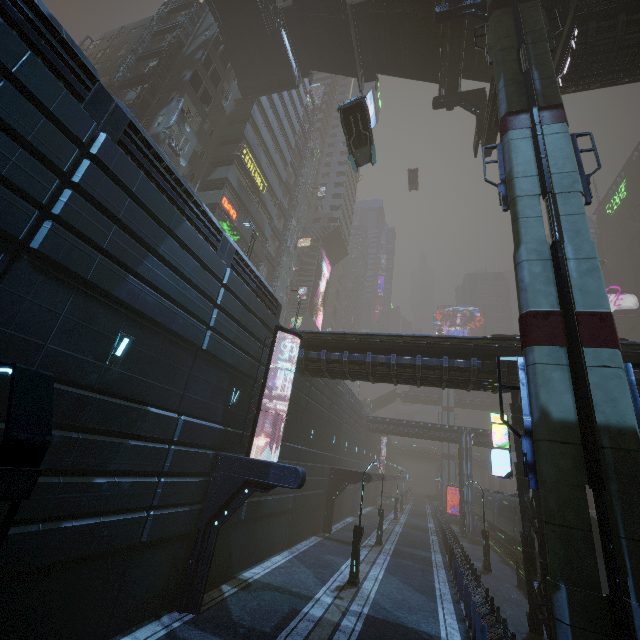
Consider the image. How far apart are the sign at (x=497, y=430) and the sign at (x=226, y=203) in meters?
25.5

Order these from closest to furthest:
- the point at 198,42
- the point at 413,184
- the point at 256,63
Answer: the point at 198,42
the point at 256,63
the point at 413,184

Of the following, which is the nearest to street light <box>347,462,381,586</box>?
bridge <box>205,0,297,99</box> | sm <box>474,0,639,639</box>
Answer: sm <box>474,0,639,639</box>

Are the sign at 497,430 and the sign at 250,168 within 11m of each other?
no

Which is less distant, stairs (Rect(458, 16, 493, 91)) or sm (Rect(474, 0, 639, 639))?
sm (Rect(474, 0, 639, 639))

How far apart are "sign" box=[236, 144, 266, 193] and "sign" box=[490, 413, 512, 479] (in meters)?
29.33

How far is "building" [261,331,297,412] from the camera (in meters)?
16.89
